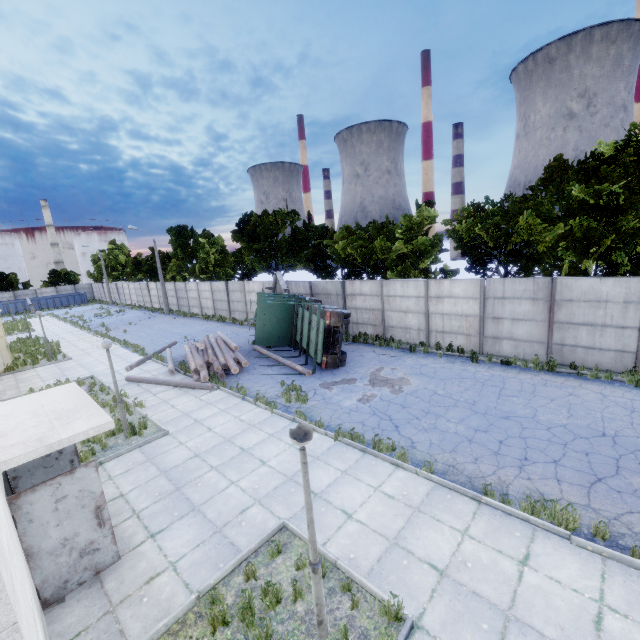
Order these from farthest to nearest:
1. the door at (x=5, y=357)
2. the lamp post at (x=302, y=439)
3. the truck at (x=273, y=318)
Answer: the door at (x=5, y=357), the truck at (x=273, y=318), the lamp post at (x=302, y=439)

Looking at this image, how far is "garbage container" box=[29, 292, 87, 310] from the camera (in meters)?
54.78

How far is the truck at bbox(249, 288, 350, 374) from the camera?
14.88m

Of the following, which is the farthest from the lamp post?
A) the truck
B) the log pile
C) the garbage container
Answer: the garbage container

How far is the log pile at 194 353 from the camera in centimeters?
1505cm

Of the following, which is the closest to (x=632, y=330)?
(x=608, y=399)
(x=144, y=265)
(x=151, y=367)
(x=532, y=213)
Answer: (x=608, y=399)

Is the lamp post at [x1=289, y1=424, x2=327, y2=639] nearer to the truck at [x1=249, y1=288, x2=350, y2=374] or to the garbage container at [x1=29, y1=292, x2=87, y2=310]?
the truck at [x1=249, y1=288, x2=350, y2=374]

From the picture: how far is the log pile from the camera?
15.0 meters
